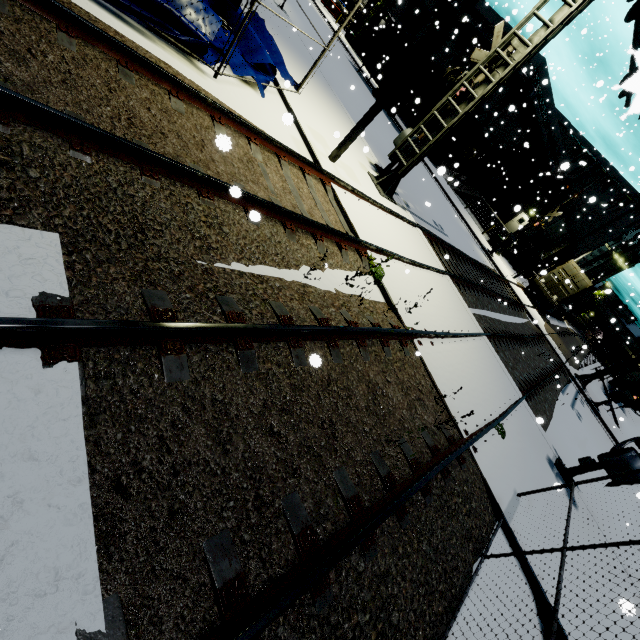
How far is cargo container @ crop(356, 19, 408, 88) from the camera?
27.1m

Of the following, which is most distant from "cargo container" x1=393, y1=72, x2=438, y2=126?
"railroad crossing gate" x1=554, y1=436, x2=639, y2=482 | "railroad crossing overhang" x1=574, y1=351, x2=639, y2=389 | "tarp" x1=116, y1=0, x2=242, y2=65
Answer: "railroad crossing gate" x1=554, y1=436, x2=639, y2=482

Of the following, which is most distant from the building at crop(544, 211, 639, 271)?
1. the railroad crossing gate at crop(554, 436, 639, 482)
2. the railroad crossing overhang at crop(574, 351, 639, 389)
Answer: the railroad crossing gate at crop(554, 436, 639, 482)

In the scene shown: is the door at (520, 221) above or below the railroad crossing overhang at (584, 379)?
above

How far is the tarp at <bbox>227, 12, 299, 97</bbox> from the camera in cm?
752

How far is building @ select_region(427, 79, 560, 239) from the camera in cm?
2992

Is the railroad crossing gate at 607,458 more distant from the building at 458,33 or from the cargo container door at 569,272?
the cargo container door at 569,272

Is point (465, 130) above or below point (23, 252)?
above
